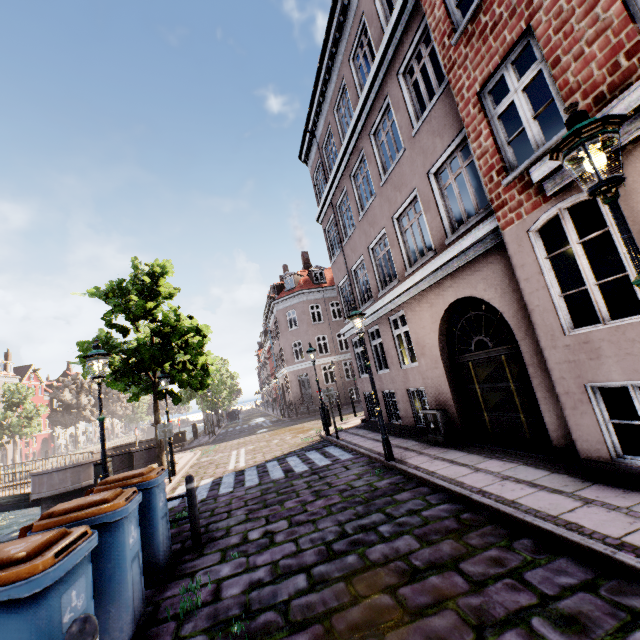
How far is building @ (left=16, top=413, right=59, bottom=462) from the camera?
50.81m

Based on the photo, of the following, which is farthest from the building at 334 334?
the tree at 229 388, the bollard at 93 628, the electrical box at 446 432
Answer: the bollard at 93 628

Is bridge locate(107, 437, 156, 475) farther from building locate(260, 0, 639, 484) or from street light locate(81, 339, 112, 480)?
building locate(260, 0, 639, 484)

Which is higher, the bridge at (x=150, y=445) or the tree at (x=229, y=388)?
the tree at (x=229, y=388)

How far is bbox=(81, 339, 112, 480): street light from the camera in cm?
640

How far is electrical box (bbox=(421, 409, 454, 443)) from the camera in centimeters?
826cm

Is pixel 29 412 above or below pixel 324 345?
below

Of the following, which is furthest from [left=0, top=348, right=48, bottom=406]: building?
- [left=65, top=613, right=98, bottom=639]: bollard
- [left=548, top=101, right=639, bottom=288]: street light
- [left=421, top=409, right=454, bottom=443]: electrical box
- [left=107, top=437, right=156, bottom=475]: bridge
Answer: [left=107, top=437, right=156, bottom=475]: bridge
